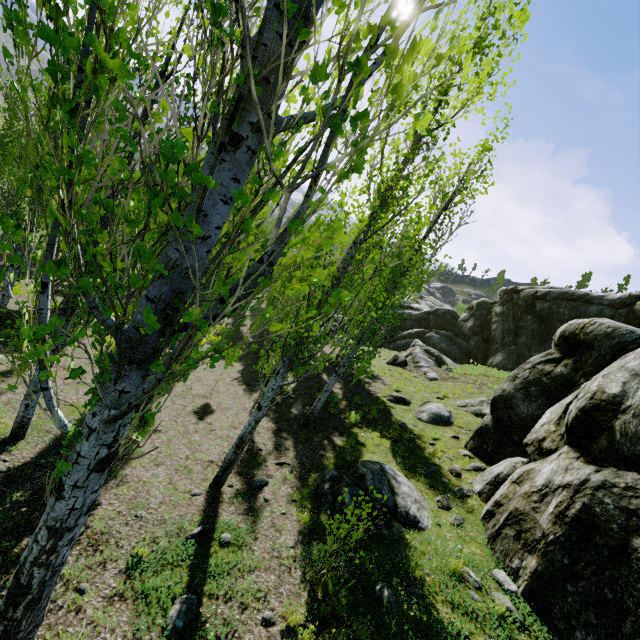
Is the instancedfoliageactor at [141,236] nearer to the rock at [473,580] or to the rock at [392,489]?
the rock at [473,580]

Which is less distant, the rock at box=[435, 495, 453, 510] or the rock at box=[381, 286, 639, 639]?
the rock at box=[381, 286, 639, 639]

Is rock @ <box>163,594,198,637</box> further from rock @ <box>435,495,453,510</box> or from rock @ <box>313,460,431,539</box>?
rock @ <box>435,495,453,510</box>

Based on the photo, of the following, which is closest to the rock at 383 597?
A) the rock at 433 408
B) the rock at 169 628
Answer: the rock at 433 408

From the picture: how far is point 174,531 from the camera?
5.6m

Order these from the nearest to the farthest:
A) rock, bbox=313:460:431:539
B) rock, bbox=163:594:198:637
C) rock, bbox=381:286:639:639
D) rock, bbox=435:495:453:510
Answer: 1. rock, bbox=163:594:198:637
2. rock, bbox=381:286:639:639
3. rock, bbox=313:460:431:539
4. rock, bbox=435:495:453:510

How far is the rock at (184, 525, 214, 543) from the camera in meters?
5.4 m
